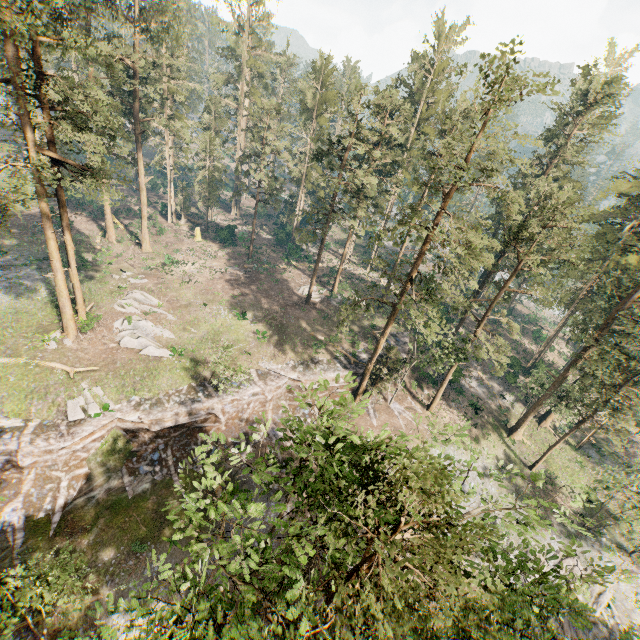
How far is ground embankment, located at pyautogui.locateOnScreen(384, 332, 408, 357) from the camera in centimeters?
3963cm

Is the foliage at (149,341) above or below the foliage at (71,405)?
above

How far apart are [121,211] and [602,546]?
73.3m

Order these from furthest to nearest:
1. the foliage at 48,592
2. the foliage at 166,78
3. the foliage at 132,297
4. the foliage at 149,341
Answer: the foliage at 132,297, the foliage at 149,341, the foliage at 48,592, the foliage at 166,78

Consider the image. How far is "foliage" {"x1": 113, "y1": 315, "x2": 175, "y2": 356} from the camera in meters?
29.5

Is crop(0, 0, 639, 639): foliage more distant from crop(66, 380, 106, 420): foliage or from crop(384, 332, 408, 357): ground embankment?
crop(66, 380, 106, 420): foliage
